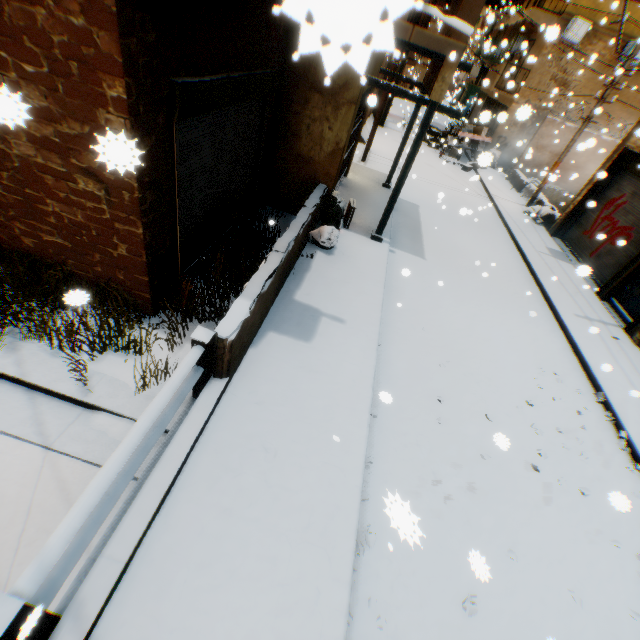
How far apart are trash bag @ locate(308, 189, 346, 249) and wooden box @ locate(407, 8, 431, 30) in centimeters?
335cm

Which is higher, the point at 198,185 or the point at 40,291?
the point at 198,185

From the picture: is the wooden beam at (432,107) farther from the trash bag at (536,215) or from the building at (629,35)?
the trash bag at (536,215)

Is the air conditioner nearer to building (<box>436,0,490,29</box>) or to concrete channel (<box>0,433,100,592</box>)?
building (<box>436,0,490,29</box>)

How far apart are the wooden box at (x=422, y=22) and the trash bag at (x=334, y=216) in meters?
3.4 m

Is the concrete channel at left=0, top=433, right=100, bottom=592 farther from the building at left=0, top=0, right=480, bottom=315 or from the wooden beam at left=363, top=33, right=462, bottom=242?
the wooden beam at left=363, top=33, right=462, bottom=242

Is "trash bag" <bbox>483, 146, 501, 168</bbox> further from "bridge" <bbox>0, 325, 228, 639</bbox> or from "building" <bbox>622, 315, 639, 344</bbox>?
"bridge" <bbox>0, 325, 228, 639</bbox>

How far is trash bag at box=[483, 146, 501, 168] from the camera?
3.3m
